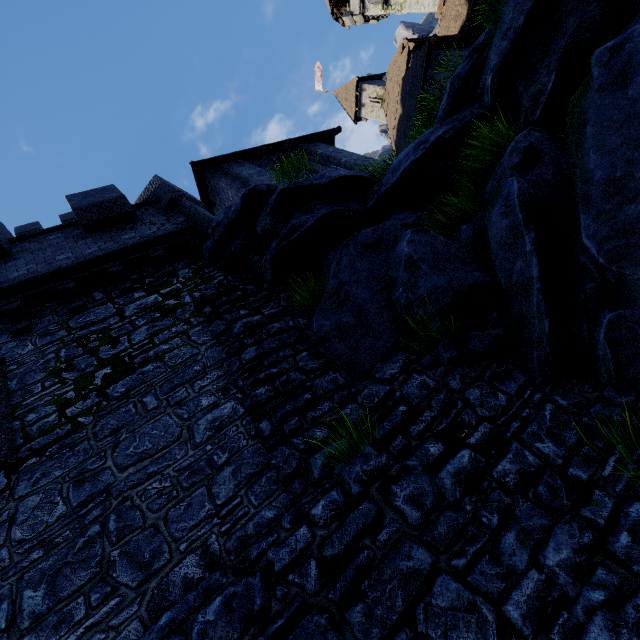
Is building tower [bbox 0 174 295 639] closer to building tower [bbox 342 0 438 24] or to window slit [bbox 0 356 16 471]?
window slit [bbox 0 356 16 471]

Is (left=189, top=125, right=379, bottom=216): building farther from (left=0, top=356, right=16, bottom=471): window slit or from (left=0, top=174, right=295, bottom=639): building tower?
(left=0, top=356, right=16, bottom=471): window slit

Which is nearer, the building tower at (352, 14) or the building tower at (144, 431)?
the building tower at (144, 431)

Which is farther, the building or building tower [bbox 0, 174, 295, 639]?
the building

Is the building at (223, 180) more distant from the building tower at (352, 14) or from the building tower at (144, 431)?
the building tower at (352, 14)

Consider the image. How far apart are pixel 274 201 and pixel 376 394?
4.62m

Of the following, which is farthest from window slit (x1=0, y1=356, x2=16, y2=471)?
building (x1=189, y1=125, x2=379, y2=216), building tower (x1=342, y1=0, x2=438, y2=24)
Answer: building tower (x1=342, y1=0, x2=438, y2=24)

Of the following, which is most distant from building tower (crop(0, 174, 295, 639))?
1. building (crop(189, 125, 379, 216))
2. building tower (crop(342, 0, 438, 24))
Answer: building tower (crop(342, 0, 438, 24))
